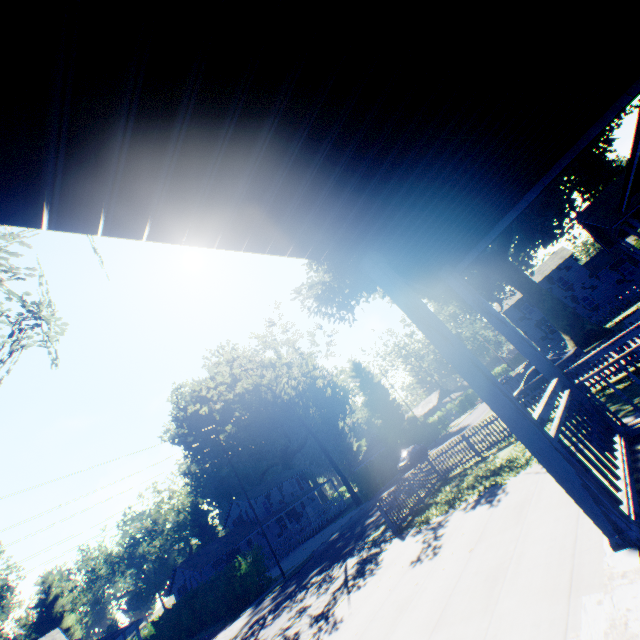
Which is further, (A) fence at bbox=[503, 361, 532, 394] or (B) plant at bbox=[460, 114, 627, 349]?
(A) fence at bbox=[503, 361, 532, 394]

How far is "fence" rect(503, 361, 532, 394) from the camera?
30.33m

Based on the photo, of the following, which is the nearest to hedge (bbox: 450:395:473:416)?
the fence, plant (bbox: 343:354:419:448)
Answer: the fence

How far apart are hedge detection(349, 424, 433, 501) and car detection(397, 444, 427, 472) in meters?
2.7

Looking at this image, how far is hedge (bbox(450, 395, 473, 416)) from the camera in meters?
57.0 m

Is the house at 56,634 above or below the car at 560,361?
above

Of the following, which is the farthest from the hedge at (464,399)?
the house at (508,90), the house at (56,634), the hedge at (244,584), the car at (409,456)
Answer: the house at (56,634)

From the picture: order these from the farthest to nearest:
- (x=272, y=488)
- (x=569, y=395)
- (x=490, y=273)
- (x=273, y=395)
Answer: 1. (x=272, y=488)
2. (x=273, y=395)
3. (x=490, y=273)
4. (x=569, y=395)
